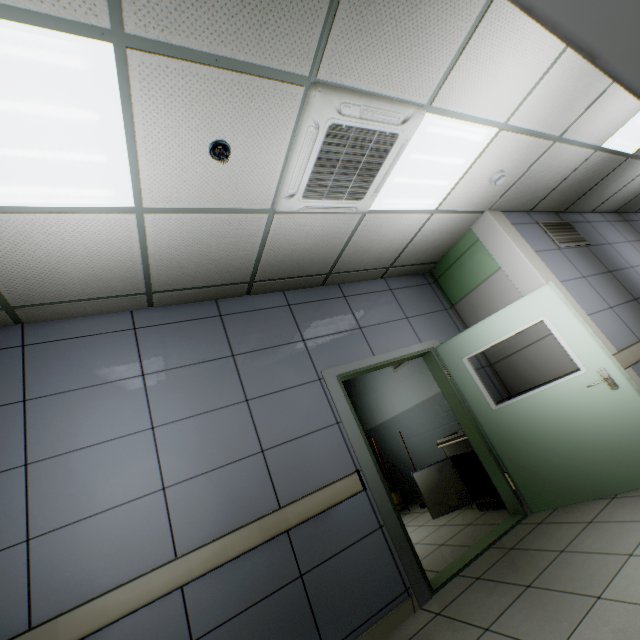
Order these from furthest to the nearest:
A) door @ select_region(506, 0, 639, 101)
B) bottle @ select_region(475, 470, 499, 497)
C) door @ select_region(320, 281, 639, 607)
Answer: bottle @ select_region(475, 470, 499, 497) → door @ select_region(320, 281, 639, 607) → door @ select_region(506, 0, 639, 101)

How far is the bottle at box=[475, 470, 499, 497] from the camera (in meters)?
4.13

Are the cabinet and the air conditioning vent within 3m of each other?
no

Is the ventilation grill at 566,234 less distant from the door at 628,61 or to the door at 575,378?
the door at 575,378

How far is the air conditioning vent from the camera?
2.1m

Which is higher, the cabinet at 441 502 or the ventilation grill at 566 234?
the ventilation grill at 566 234

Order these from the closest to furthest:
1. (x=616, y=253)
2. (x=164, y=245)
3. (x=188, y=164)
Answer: (x=188, y=164) < (x=164, y=245) < (x=616, y=253)

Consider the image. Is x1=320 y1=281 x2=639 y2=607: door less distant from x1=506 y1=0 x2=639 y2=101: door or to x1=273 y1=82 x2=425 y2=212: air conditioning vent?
x1=273 y1=82 x2=425 y2=212: air conditioning vent
